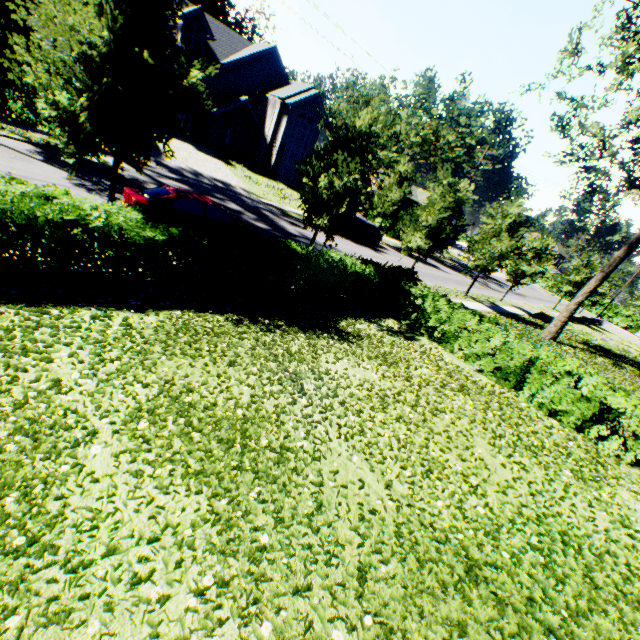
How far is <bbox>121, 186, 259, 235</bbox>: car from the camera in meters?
10.0

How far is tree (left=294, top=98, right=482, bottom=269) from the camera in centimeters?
1126cm

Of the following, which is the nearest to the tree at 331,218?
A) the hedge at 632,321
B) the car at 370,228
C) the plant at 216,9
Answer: the plant at 216,9

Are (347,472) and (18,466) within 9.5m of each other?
yes

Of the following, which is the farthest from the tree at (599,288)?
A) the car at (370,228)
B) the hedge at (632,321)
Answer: the hedge at (632,321)

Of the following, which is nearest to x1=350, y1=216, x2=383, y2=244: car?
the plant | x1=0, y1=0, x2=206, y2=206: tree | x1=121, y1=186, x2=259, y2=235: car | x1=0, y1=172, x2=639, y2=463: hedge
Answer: x1=0, y1=0, x2=206, y2=206: tree

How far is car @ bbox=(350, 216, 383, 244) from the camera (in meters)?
26.50

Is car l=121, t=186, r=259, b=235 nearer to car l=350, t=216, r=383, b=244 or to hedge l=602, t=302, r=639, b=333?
car l=350, t=216, r=383, b=244
